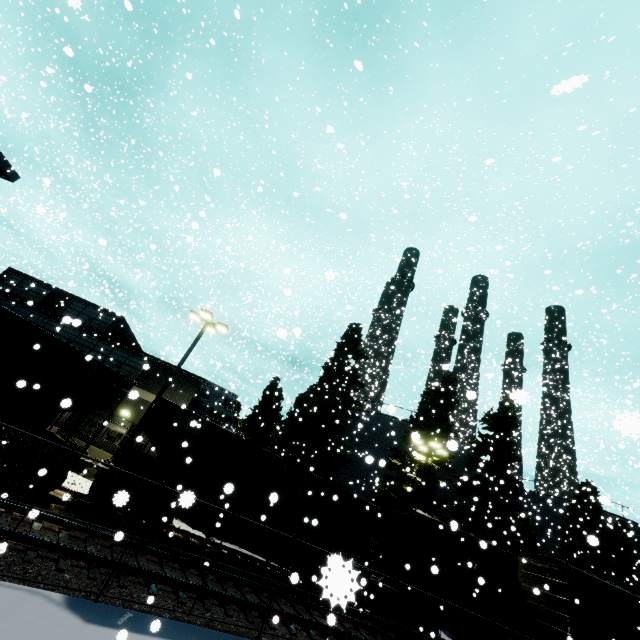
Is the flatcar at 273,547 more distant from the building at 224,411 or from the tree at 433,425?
the tree at 433,425

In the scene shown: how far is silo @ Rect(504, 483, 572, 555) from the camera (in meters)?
30.58

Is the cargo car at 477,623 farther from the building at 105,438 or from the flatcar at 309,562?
the building at 105,438

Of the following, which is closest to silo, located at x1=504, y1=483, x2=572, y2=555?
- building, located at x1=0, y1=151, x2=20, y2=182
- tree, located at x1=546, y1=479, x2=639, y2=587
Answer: tree, located at x1=546, y1=479, x2=639, y2=587

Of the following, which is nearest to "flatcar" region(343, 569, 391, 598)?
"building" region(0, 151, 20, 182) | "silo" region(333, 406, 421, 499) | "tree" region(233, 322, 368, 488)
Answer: "building" region(0, 151, 20, 182)

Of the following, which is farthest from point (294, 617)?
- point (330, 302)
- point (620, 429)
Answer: point (330, 302)

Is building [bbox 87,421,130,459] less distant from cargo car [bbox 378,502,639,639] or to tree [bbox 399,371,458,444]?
cargo car [bbox 378,502,639,639]

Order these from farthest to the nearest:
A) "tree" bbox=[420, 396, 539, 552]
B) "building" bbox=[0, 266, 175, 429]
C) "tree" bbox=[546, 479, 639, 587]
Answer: "tree" bbox=[546, 479, 639, 587] < "tree" bbox=[420, 396, 539, 552] < "building" bbox=[0, 266, 175, 429]
